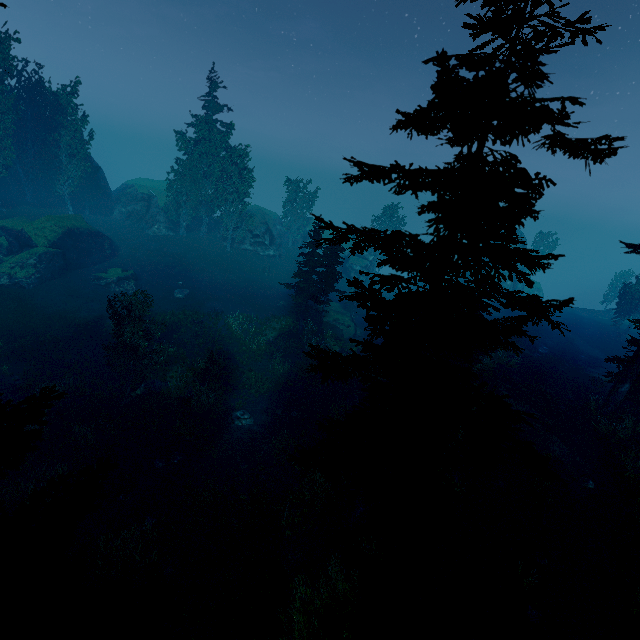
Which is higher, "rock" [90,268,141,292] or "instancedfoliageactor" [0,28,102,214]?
"instancedfoliageactor" [0,28,102,214]

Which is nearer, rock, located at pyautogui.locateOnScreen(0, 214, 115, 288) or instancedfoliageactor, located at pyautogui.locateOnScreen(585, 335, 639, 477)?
instancedfoliageactor, located at pyautogui.locateOnScreen(585, 335, 639, 477)

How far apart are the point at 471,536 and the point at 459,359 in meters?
10.2

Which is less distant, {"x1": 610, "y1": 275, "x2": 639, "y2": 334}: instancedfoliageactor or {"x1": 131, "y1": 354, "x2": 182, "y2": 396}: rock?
{"x1": 131, "y1": 354, "x2": 182, "y2": 396}: rock

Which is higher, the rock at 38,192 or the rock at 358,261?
the rock at 38,192

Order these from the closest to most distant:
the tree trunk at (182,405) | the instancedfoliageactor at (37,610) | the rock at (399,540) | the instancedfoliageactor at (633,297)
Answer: the instancedfoliageactor at (37,610) < the rock at (399,540) < the tree trunk at (182,405) < the instancedfoliageactor at (633,297)

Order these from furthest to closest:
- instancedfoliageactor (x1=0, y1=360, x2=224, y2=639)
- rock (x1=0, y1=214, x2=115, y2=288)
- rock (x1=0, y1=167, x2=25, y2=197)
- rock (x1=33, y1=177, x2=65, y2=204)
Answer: rock (x1=33, y1=177, x2=65, y2=204) → rock (x1=0, y1=167, x2=25, y2=197) → rock (x1=0, y1=214, x2=115, y2=288) → instancedfoliageactor (x1=0, y1=360, x2=224, y2=639)

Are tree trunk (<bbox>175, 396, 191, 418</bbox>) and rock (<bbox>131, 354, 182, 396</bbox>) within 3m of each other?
yes
